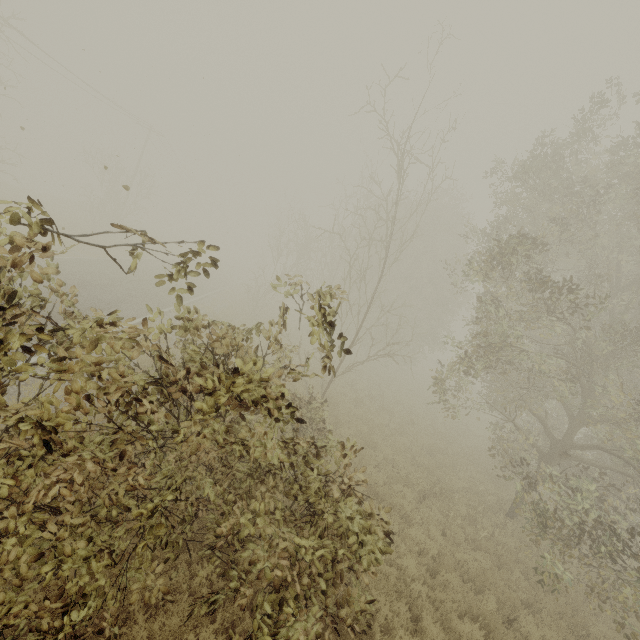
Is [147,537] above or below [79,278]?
above
